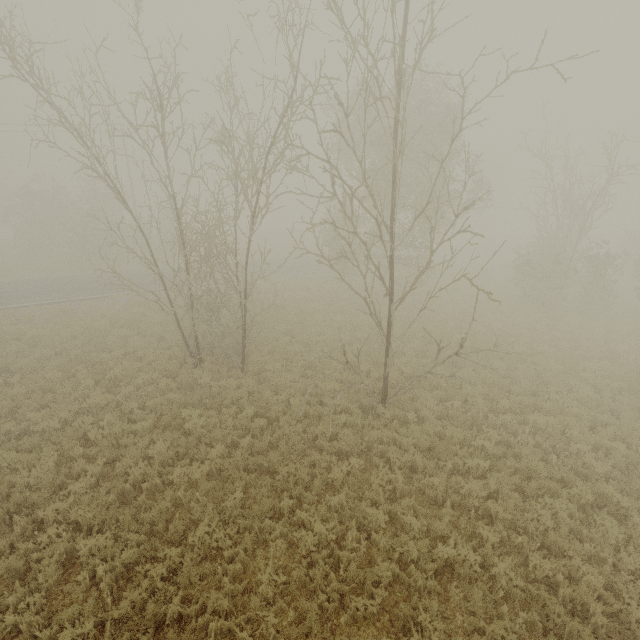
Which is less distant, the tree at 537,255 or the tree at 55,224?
the tree at 55,224

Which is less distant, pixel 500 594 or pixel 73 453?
pixel 500 594

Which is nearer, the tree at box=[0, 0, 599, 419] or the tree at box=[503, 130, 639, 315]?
the tree at box=[0, 0, 599, 419]
